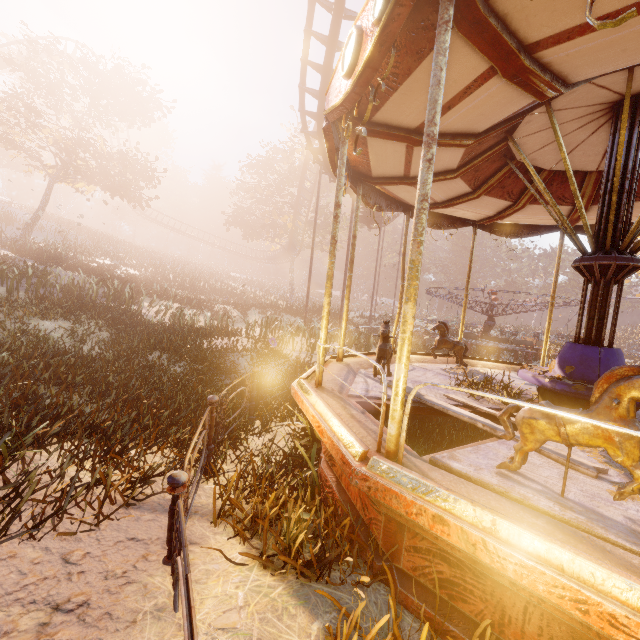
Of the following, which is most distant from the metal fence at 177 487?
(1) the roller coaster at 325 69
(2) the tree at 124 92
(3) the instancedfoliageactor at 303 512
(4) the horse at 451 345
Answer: (2) the tree at 124 92

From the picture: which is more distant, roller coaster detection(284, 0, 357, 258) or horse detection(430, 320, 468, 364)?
roller coaster detection(284, 0, 357, 258)

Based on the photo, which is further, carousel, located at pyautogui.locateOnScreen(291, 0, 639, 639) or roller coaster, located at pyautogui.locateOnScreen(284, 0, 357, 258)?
roller coaster, located at pyautogui.locateOnScreen(284, 0, 357, 258)

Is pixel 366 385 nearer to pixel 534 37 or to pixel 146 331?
Result: pixel 534 37

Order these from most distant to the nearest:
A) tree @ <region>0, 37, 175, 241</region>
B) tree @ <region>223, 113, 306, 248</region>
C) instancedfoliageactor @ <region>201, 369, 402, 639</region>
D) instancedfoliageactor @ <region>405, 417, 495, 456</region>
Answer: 1. tree @ <region>223, 113, 306, 248</region>
2. tree @ <region>0, 37, 175, 241</region>
3. instancedfoliageactor @ <region>405, 417, 495, 456</region>
4. instancedfoliageactor @ <region>201, 369, 402, 639</region>

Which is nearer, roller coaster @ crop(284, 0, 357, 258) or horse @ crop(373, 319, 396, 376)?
horse @ crop(373, 319, 396, 376)

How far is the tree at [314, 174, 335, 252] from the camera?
33.84m

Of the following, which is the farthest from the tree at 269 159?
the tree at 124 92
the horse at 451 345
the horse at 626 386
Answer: the horse at 626 386
